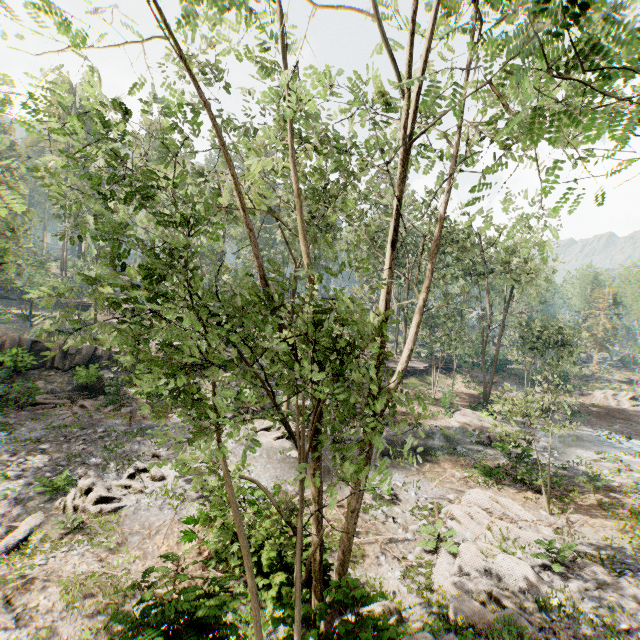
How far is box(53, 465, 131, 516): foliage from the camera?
11.96m

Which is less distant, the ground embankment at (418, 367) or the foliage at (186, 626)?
the foliage at (186, 626)

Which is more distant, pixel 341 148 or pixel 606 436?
pixel 606 436

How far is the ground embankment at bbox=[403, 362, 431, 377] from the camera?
40.41m

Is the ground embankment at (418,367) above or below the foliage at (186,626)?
below

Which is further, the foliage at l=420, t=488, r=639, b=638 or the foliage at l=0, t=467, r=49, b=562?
the foliage at l=0, t=467, r=49, b=562

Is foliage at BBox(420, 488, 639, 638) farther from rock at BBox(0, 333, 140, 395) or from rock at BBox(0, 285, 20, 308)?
rock at BBox(0, 285, 20, 308)
